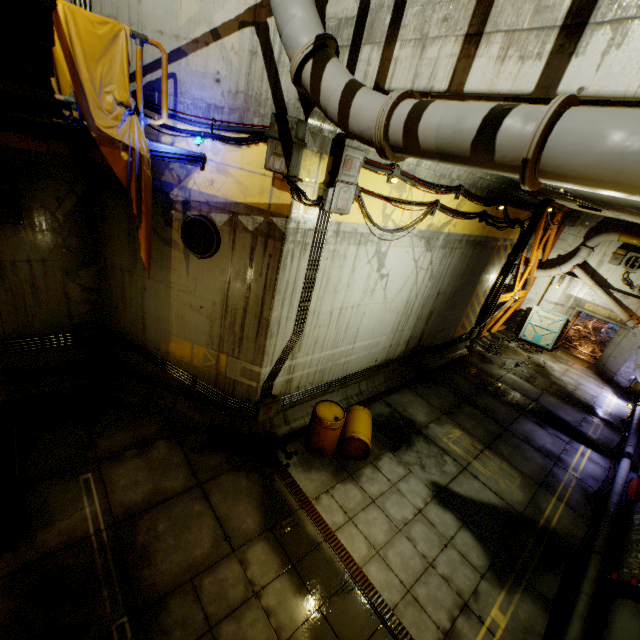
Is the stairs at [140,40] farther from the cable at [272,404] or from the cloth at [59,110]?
the cable at [272,404]

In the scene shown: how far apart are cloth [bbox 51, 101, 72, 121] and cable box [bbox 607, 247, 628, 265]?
19.8 meters

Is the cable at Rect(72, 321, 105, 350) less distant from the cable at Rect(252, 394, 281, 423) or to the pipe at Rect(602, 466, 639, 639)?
the cable at Rect(252, 394, 281, 423)

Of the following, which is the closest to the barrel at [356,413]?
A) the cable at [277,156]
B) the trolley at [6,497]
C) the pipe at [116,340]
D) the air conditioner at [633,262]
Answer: the pipe at [116,340]

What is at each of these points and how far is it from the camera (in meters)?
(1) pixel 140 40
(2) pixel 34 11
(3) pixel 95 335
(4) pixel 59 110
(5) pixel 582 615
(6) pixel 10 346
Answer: (1) stairs, 4.54
(2) stairs, 2.81
(3) cable, 7.68
(4) cloth, 4.43
(5) pipe, 5.71
(6) pipe, 6.79

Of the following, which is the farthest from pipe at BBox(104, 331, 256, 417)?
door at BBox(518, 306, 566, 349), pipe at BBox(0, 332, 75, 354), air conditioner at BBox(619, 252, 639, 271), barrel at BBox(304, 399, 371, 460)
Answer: air conditioner at BBox(619, 252, 639, 271)

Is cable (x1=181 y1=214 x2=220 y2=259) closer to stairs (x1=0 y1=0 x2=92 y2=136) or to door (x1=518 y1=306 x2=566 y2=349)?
stairs (x1=0 y1=0 x2=92 y2=136)

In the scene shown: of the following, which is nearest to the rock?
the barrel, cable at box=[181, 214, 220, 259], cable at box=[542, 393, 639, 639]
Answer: cable at box=[542, 393, 639, 639]
